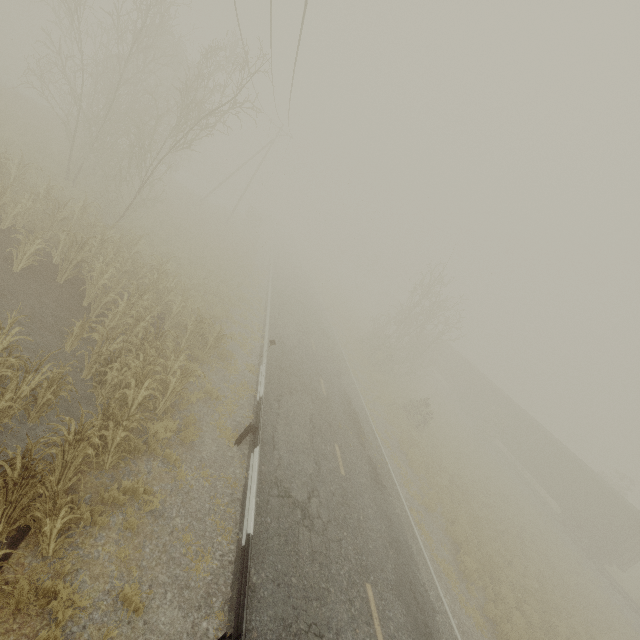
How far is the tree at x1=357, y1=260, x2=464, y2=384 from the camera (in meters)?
26.47

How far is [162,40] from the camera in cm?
2067

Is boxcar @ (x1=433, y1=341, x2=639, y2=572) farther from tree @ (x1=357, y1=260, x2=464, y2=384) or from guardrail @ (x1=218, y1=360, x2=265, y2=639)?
guardrail @ (x1=218, y1=360, x2=265, y2=639)

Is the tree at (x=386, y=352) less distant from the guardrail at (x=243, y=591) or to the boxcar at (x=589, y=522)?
the boxcar at (x=589, y=522)

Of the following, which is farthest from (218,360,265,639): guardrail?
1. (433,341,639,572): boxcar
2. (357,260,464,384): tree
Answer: (433,341,639,572): boxcar

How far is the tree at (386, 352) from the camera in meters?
26.5 m

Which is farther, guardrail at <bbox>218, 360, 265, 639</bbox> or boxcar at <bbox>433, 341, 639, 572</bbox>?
boxcar at <bbox>433, 341, 639, 572</bbox>
